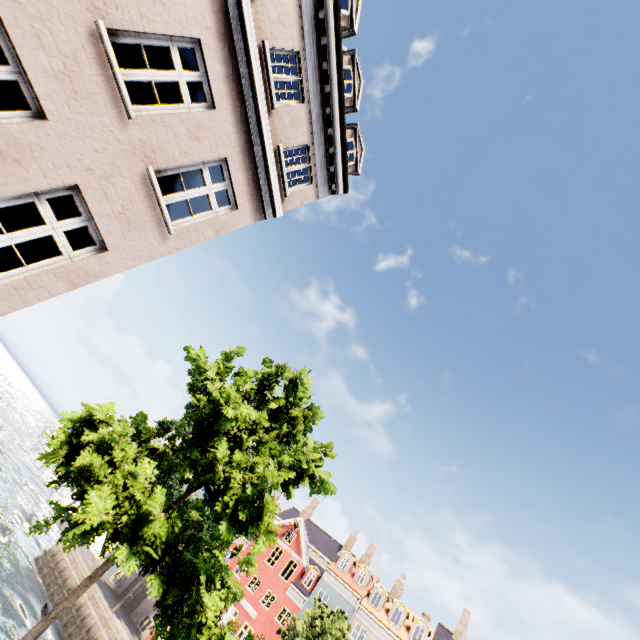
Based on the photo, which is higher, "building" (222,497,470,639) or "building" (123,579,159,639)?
"building" (222,497,470,639)

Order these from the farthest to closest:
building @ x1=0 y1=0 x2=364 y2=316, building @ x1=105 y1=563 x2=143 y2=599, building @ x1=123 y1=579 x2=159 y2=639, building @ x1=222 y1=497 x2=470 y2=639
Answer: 1. building @ x1=105 y1=563 x2=143 y2=599
2. building @ x1=123 y1=579 x2=159 y2=639
3. building @ x1=222 y1=497 x2=470 y2=639
4. building @ x1=0 y1=0 x2=364 y2=316

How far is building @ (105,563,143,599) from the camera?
31.61m

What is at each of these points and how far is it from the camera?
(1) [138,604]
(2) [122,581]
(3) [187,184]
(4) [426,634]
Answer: (1) building, 30.7m
(2) building, 32.2m
(3) building, 13.1m
(4) building, 27.3m

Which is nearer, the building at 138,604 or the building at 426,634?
the building at 426,634

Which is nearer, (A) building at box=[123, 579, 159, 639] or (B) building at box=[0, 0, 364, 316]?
(B) building at box=[0, 0, 364, 316]

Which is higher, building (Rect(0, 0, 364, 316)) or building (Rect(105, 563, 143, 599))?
building (Rect(0, 0, 364, 316))

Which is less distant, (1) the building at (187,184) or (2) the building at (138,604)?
(1) the building at (187,184)
